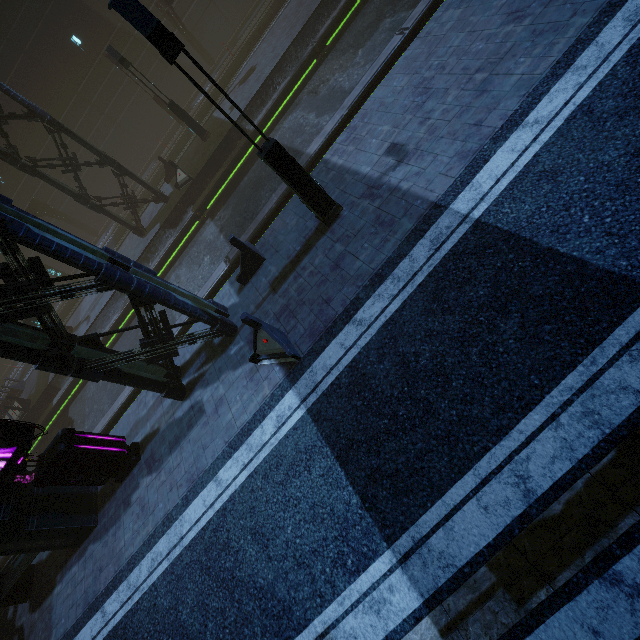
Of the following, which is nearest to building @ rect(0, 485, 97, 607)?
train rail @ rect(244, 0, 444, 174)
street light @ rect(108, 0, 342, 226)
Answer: train rail @ rect(244, 0, 444, 174)

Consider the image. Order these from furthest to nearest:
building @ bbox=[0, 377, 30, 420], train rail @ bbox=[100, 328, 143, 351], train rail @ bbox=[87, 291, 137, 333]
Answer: building @ bbox=[0, 377, 30, 420]
train rail @ bbox=[87, 291, 137, 333]
train rail @ bbox=[100, 328, 143, 351]

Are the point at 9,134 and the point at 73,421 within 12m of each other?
no

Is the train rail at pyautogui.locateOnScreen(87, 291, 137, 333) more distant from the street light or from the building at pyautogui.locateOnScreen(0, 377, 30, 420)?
the street light

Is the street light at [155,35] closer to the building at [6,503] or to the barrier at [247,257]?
the barrier at [247,257]

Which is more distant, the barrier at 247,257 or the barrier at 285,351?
the barrier at 247,257

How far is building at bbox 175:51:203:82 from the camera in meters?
25.8

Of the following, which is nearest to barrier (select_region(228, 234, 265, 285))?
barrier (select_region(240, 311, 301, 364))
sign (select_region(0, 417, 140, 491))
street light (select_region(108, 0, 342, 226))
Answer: street light (select_region(108, 0, 342, 226))
